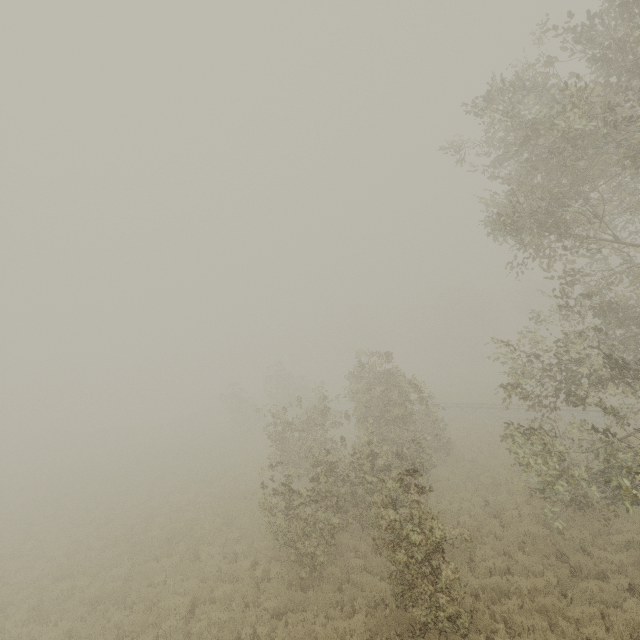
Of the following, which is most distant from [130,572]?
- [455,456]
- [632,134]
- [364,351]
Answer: [632,134]

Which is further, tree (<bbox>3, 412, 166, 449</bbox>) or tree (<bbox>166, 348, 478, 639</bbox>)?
tree (<bbox>3, 412, 166, 449</bbox>)

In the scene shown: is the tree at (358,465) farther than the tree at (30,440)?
No

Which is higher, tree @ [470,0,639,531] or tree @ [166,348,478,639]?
tree @ [470,0,639,531]

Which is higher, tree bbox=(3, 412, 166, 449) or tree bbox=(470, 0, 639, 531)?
tree bbox=(470, 0, 639, 531)
